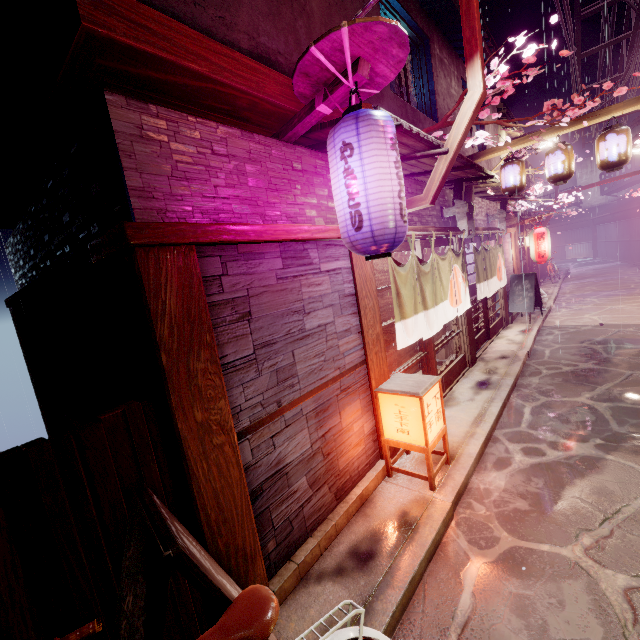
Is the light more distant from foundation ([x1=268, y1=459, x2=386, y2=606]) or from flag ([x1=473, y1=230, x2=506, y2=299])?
flag ([x1=473, y1=230, x2=506, y2=299])

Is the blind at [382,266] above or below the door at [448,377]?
above

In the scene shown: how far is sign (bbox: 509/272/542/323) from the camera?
17.8 meters

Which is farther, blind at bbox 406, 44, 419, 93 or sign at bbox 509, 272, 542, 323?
sign at bbox 509, 272, 542, 323

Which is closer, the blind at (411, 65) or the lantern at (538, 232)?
the blind at (411, 65)

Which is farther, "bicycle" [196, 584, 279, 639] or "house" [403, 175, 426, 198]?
"house" [403, 175, 426, 198]

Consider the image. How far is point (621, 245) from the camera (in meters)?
38.72

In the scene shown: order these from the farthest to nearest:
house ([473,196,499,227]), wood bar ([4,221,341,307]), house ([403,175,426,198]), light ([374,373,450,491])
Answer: house ([473,196,499,227])
house ([403,175,426,198])
light ([374,373,450,491])
wood bar ([4,221,341,307])
